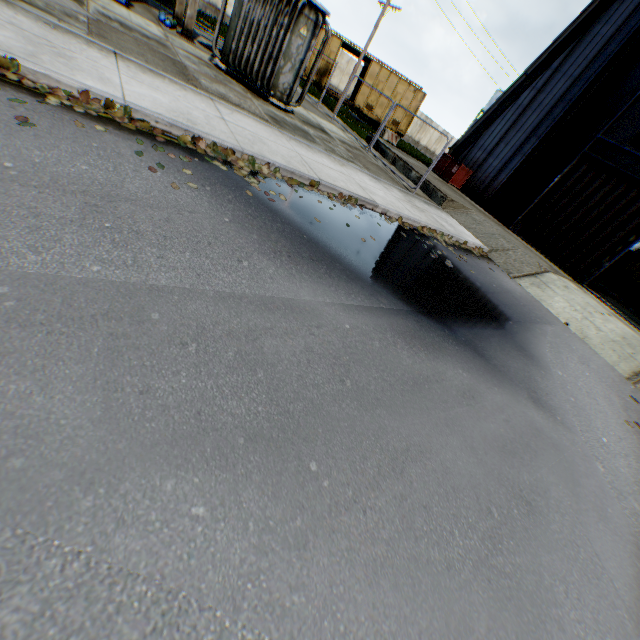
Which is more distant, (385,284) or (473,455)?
(385,284)

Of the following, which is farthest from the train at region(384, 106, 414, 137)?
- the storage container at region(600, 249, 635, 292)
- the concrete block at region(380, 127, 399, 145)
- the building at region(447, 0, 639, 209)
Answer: the storage container at region(600, 249, 635, 292)

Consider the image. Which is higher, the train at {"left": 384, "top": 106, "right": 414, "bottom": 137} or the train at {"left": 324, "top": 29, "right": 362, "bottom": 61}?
the train at {"left": 324, "top": 29, "right": 362, "bottom": 61}

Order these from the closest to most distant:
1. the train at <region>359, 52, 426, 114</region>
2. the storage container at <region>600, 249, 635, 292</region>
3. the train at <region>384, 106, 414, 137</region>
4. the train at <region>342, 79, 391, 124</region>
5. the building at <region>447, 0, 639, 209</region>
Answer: the building at <region>447, 0, 639, 209</region>
the train at <region>359, 52, 426, 114</region>
the train at <region>342, 79, 391, 124</region>
the train at <region>384, 106, 414, 137</region>
the storage container at <region>600, 249, 635, 292</region>

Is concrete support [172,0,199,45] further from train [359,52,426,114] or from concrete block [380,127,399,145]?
concrete block [380,127,399,145]

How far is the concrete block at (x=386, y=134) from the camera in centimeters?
2752cm

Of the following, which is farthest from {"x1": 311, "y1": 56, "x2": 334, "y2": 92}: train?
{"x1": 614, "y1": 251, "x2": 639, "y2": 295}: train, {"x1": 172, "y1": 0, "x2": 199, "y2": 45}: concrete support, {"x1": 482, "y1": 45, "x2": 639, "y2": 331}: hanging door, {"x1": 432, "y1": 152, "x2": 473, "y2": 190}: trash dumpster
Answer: {"x1": 614, "y1": 251, "x2": 639, "y2": 295}: train

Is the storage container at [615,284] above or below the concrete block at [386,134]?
above
